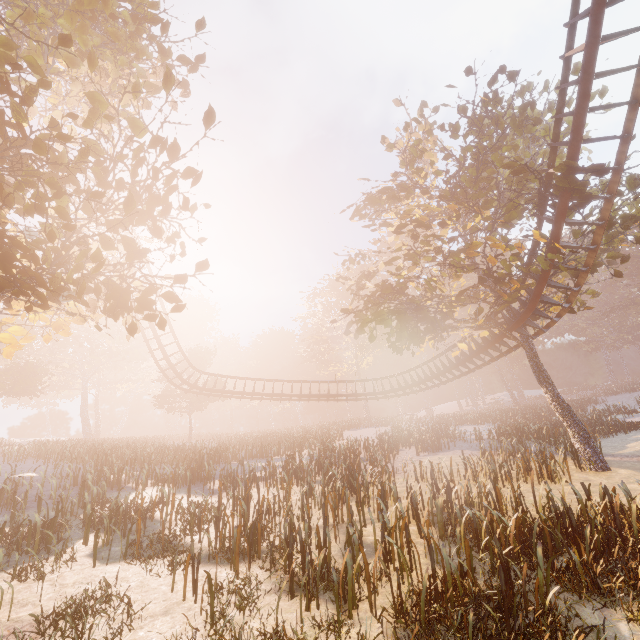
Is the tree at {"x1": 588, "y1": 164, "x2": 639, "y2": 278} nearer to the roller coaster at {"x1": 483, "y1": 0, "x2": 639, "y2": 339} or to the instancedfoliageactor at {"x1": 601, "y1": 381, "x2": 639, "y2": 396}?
the roller coaster at {"x1": 483, "y1": 0, "x2": 639, "y2": 339}

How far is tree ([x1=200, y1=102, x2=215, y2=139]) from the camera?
6.00m

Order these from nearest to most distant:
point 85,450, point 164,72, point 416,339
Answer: point 164,72, point 416,339, point 85,450

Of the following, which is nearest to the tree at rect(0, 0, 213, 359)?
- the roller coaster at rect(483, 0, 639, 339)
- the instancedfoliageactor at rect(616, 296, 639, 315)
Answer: the roller coaster at rect(483, 0, 639, 339)

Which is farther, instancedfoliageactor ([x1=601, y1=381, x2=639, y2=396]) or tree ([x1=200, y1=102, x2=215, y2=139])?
instancedfoliageactor ([x1=601, y1=381, x2=639, y2=396])

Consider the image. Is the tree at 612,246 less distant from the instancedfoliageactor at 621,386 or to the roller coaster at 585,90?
the roller coaster at 585,90

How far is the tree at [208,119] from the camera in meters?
6.0 m
